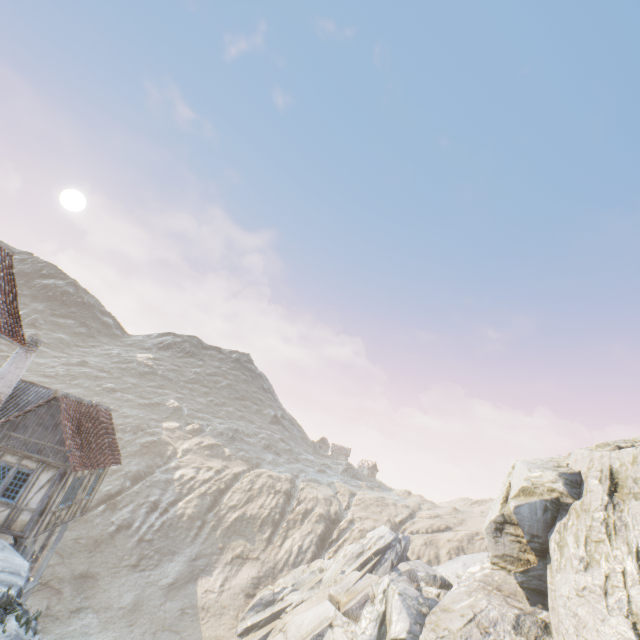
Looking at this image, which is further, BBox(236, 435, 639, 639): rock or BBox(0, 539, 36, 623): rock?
BBox(236, 435, 639, 639): rock

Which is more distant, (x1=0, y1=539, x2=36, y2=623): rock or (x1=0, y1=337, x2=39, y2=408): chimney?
(x1=0, y1=337, x2=39, y2=408): chimney

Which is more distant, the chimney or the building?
the chimney

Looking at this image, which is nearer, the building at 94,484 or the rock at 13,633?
the rock at 13,633

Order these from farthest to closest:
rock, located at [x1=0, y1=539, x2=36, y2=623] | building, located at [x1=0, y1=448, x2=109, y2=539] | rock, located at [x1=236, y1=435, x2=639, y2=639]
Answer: rock, located at [x1=236, y1=435, x2=639, y2=639] < building, located at [x1=0, y1=448, x2=109, y2=539] < rock, located at [x1=0, y1=539, x2=36, y2=623]

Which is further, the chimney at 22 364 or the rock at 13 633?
the chimney at 22 364

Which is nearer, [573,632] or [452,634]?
[573,632]
